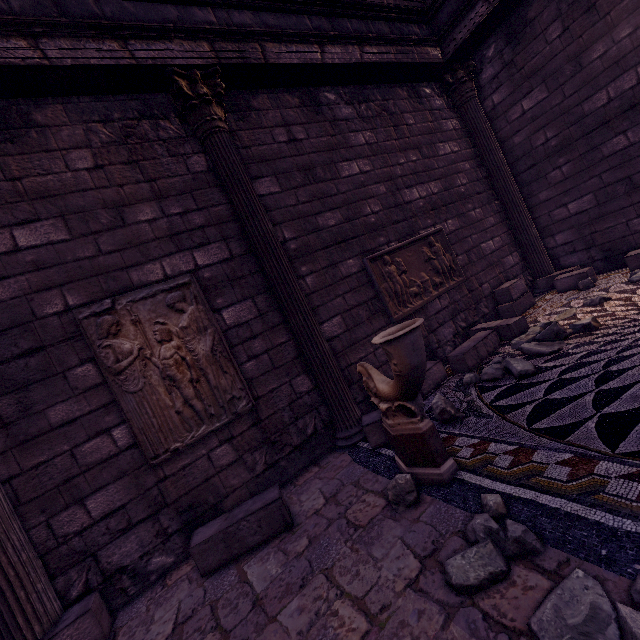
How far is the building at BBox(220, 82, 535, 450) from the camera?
4.4m

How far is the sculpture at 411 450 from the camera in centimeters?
227cm

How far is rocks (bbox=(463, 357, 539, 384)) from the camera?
3.38m

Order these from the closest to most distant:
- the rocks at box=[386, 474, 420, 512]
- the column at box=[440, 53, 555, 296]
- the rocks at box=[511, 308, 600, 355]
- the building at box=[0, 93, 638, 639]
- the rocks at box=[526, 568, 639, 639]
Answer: the rocks at box=[526, 568, 639, 639] < the building at box=[0, 93, 638, 639] < the rocks at box=[386, 474, 420, 512] < the rocks at box=[511, 308, 600, 355] < the column at box=[440, 53, 555, 296]

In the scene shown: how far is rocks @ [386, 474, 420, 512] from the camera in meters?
2.5 m

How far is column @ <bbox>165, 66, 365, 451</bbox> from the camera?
3.85m

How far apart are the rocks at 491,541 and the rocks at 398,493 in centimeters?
48cm

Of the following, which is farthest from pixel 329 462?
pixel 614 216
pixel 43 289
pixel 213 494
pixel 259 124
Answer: → pixel 614 216
